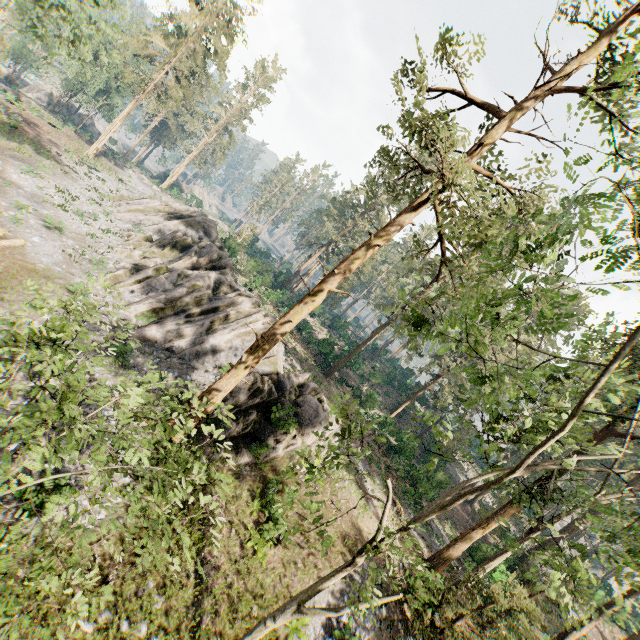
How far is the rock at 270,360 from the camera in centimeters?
1719cm

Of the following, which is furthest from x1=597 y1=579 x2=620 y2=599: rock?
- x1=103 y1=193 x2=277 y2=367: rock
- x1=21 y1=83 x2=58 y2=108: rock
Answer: x1=21 y1=83 x2=58 y2=108: rock

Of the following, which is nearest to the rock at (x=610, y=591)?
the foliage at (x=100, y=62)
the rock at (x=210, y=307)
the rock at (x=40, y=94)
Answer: the foliage at (x=100, y=62)

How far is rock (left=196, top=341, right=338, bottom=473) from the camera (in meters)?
17.19

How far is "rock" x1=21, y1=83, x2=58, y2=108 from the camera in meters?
57.2 m

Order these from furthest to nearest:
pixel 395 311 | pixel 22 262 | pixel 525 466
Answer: pixel 395 311
pixel 22 262
pixel 525 466

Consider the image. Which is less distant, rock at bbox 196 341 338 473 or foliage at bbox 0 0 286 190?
rock at bbox 196 341 338 473
